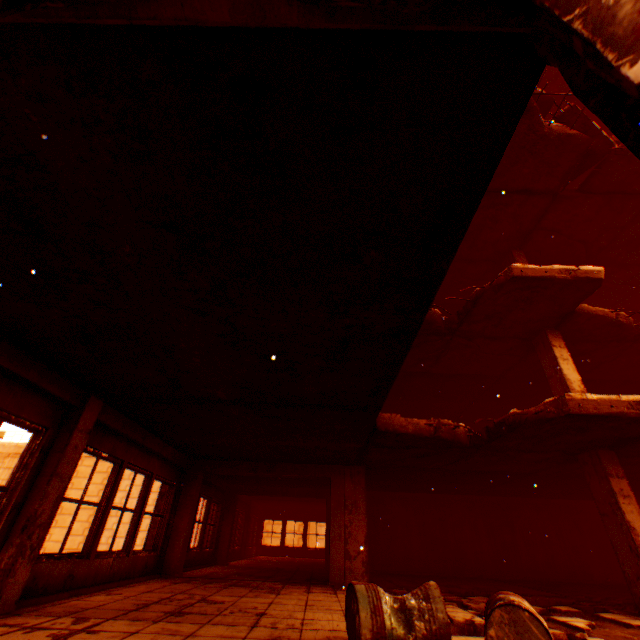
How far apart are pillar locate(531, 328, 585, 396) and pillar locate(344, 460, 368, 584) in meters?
5.0 m

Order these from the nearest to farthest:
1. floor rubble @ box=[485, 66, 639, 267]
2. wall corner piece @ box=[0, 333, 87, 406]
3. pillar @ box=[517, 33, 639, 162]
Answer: pillar @ box=[517, 33, 639, 162]
wall corner piece @ box=[0, 333, 87, 406]
floor rubble @ box=[485, 66, 639, 267]

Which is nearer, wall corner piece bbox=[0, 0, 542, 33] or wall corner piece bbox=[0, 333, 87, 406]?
wall corner piece bbox=[0, 0, 542, 33]

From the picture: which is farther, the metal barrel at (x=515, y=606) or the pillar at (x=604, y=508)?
the pillar at (x=604, y=508)

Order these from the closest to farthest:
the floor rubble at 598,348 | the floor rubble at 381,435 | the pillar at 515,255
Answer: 1. the floor rubble at 381,435
2. the floor rubble at 598,348
3. the pillar at 515,255

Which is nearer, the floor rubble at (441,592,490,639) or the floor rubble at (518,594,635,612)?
the floor rubble at (441,592,490,639)

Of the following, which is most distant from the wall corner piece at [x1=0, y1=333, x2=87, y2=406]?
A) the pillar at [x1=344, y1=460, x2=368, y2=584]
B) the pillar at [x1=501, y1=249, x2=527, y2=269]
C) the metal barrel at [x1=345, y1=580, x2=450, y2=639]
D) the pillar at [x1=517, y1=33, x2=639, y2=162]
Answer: the pillar at [x1=501, y1=249, x2=527, y2=269]

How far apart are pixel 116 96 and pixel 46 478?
5.06m
